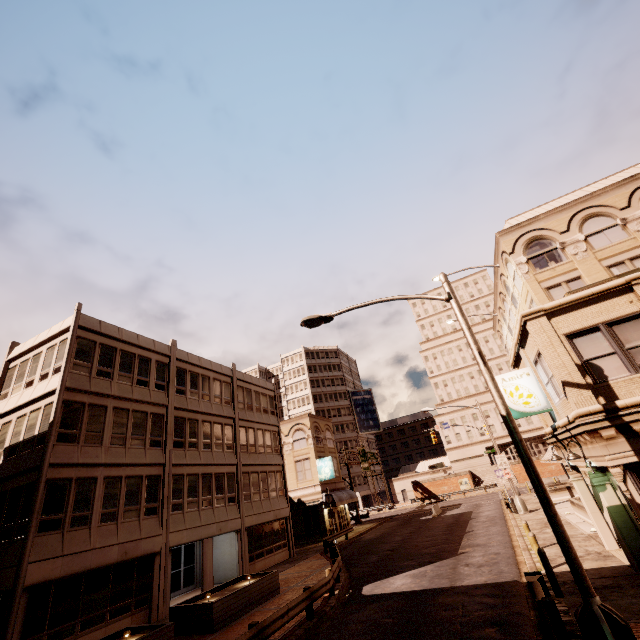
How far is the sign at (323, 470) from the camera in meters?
36.5 m

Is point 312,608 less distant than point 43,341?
Yes

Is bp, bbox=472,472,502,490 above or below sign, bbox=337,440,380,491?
below

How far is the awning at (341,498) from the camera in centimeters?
3532cm

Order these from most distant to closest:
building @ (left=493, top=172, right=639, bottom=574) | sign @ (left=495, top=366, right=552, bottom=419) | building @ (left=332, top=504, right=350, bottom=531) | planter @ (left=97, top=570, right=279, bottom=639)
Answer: building @ (left=332, top=504, right=350, bottom=531) < sign @ (left=495, top=366, right=552, bottom=419) < planter @ (left=97, top=570, right=279, bottom=639) < building @ (left=493, top=172, right=639, bottom=574)

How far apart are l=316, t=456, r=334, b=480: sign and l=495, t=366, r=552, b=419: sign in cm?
2728

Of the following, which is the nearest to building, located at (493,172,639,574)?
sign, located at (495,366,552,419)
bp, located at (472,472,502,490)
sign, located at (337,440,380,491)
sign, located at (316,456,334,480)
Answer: sign, located at (495,366,552,419)

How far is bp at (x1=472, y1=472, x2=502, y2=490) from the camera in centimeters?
5481cm
